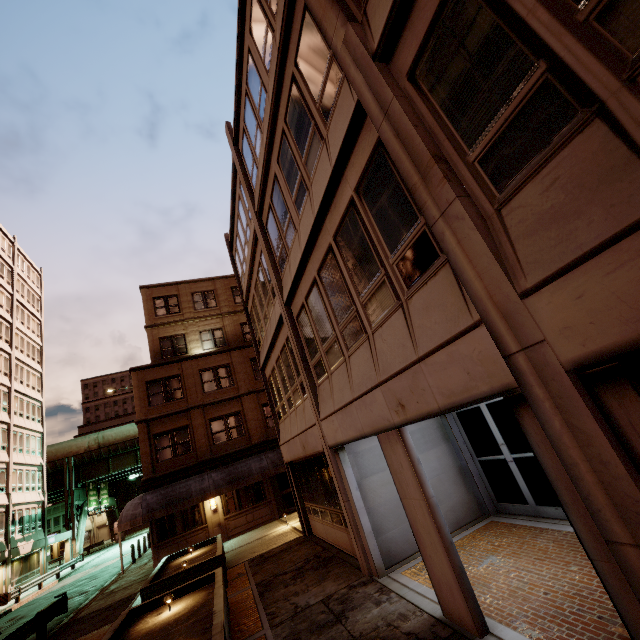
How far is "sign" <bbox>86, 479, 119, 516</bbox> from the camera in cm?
4478

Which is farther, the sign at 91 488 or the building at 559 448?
the sign at 91 488

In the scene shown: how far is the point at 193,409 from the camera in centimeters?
2130cm

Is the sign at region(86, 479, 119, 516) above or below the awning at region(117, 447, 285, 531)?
above

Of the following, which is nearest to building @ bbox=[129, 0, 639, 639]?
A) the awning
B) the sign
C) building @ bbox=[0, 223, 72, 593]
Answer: the awning

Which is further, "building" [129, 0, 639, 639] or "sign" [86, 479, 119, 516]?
"sign" [86, 479, 119, 516]

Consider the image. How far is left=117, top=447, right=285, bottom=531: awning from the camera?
17.2 meters

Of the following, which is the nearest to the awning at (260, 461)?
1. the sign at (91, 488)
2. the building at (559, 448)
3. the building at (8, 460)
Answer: the building at (559, 448)
